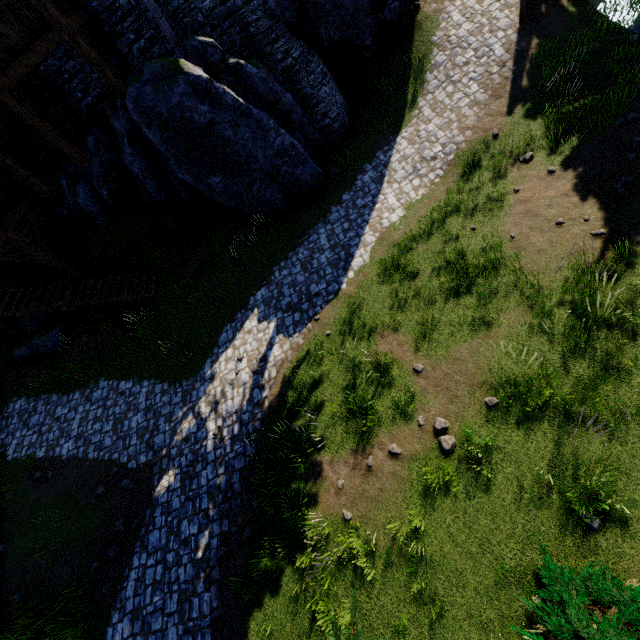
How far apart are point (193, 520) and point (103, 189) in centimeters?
1360cm

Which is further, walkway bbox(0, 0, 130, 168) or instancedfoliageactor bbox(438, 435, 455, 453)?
walkway bbox(0, 0, 130, 168)

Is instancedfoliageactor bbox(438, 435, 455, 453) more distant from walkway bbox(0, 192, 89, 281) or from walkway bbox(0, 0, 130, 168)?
walkway bbox(0, 192, 89, 281)

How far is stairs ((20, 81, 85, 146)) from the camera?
11.60m

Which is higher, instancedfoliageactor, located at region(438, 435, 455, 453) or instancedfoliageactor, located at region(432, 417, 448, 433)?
instancedfoliageactor, located at region(432, 417, 448, 433)

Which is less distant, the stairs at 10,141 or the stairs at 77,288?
the stairs at 10,141

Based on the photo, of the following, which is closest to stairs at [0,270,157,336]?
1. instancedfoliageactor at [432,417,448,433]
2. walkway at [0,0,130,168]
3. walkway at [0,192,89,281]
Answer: walkway at [0,192,89,281]

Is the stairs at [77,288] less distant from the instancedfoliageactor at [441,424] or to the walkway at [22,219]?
the walkway at [22,219]
